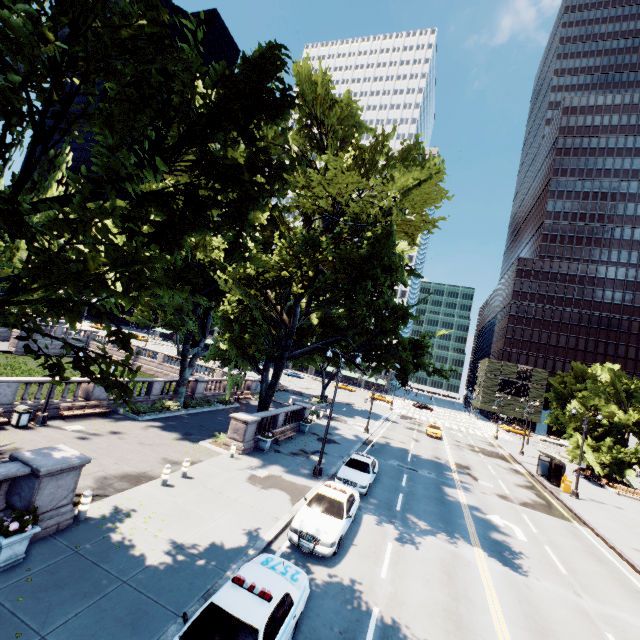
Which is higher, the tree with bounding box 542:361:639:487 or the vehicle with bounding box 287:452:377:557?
the tree with bounding box 542:361:639:487

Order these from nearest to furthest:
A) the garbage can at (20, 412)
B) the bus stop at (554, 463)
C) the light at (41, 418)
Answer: the garbage can at (20, 412)
the light at (41, 418)
the bus stop at (554, 463)

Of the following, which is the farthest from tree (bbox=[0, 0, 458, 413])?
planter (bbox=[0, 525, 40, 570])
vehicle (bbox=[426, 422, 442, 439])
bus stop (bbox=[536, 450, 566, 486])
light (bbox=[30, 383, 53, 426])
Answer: vehicle (bbox=[426, 422, 442, 439])

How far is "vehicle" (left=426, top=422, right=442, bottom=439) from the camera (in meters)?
40.34

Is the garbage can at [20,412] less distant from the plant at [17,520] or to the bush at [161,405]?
the bush at [161,405]

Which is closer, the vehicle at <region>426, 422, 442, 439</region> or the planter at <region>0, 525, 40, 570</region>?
the planter at <region>0, 525, 40, 570</region>

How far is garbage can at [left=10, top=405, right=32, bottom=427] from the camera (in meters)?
16.17

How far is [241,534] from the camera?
11.6 meters
